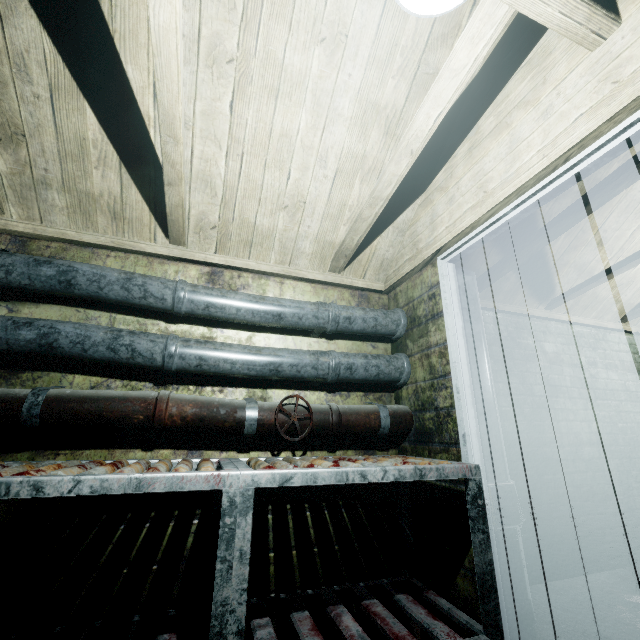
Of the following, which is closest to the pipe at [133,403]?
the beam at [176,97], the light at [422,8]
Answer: the beam at [176,97]

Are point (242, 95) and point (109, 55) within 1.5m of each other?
yes

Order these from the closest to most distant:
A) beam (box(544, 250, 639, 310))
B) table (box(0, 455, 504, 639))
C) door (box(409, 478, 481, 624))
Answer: table (box(0, 455, 504, 639))
door (box(409, 478, 481, 624))
beam (box(544, 250, 639, 310))

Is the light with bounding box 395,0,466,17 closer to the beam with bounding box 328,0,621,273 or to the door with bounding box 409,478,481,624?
the beam with bounding box 328,0,621,273

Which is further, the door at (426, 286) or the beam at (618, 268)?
the beam at (618, 268)

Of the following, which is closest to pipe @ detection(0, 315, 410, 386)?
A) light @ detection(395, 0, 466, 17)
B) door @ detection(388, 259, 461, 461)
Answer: door @ detection(388, 259, 461, 461)

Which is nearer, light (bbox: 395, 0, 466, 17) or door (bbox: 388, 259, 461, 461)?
light (bbox: 395, 0, 466, 17)

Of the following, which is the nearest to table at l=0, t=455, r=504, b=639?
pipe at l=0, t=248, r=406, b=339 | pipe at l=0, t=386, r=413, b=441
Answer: pipe at l=0, t=386, r=413, b=441
